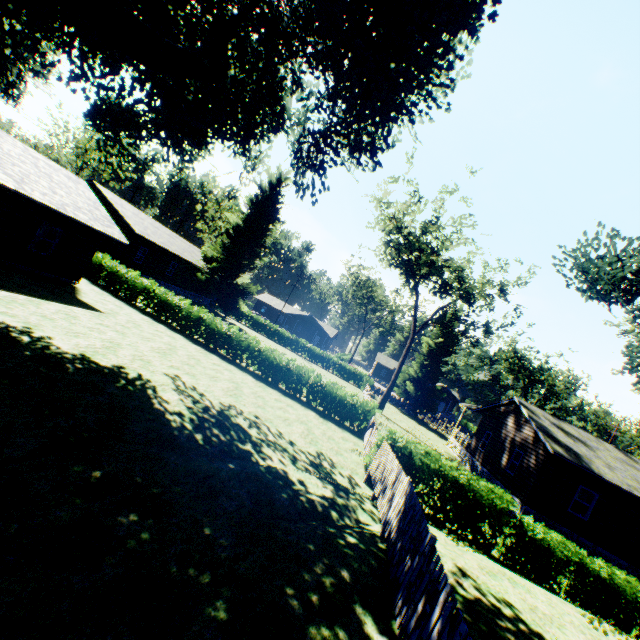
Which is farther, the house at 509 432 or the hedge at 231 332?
the hedge at 231 332

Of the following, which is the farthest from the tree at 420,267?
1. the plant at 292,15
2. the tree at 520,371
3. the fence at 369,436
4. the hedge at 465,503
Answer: the tree at 520,371

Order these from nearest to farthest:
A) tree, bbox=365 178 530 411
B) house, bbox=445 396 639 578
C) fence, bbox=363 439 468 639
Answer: fence, bbox=363 439 468 639
house, bbox=445 396 639 578
tree, bbox=365 178 530 411

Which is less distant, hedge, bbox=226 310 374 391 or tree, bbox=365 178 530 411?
tree, bbox=365 178 530 411

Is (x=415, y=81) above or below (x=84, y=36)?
above

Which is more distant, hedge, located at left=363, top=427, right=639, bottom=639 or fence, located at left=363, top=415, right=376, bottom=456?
fence, located at left=363, top=415, right=376, bottom=456

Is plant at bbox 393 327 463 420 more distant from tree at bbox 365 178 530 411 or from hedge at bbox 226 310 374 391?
tree at bbox 365 178 530 411

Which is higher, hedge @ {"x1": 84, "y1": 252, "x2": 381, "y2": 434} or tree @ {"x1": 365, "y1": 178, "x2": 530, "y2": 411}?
tree @ {"x1": 365, "y1": 178, "x2": 530, "y2": 411}
